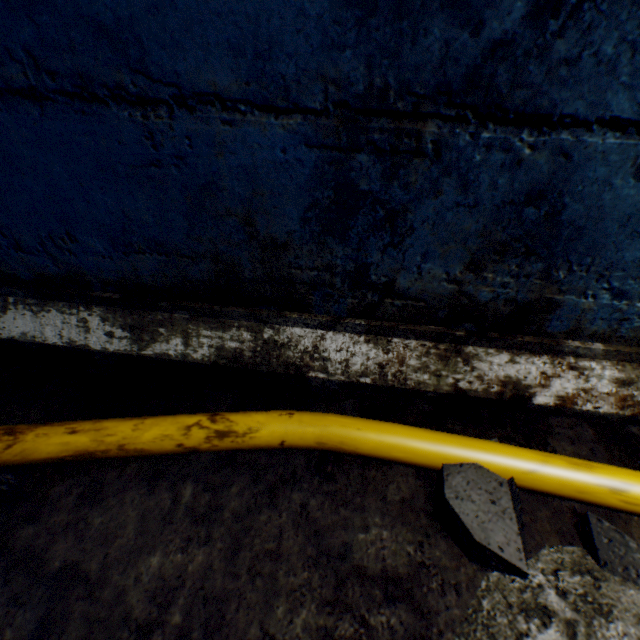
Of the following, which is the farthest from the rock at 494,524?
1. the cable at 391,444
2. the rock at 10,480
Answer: the rock at 10,480

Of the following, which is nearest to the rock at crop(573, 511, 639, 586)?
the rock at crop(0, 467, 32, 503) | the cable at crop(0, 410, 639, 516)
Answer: the cable at crop(0, 410, 639, 516)

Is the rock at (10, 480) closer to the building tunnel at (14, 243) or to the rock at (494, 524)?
the building tunnel at (14, 243)

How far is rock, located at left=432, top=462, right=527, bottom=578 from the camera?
0.54m

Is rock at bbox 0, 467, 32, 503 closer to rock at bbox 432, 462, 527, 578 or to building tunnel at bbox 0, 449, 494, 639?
building tunnel at bbox 0, 449, 494, 639

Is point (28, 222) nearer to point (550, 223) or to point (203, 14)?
point (203, 14)

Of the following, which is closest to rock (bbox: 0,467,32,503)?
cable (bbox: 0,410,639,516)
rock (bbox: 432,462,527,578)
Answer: cable (bbox: 0,410,639,516)

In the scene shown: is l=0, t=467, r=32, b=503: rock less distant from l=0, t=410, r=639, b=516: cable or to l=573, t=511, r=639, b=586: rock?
l=0, t=410, r=639, b=516: cable
